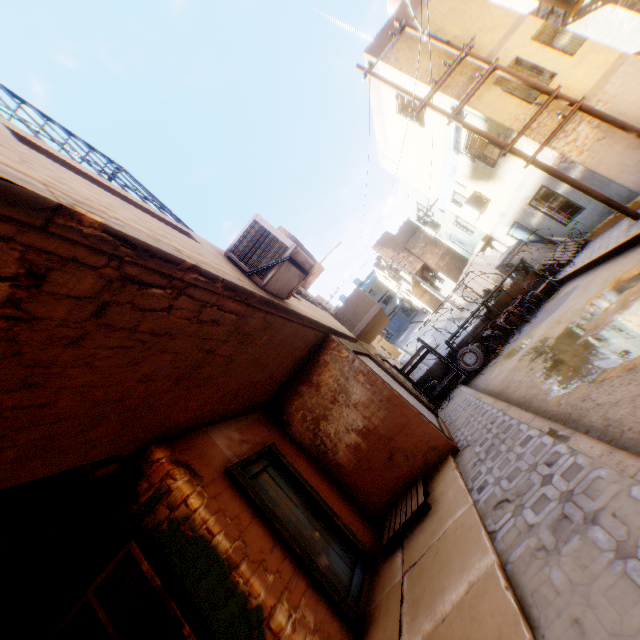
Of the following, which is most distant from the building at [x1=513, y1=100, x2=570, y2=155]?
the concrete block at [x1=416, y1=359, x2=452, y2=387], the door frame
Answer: the concrete block at [x1=416, y1=359, x2=452, y2=387]

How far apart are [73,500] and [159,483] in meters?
0.9

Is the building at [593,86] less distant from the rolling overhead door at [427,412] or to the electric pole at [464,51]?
the rolling overhead door at [427,412]

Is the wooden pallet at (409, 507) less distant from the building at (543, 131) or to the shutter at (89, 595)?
the building at (543, 131)

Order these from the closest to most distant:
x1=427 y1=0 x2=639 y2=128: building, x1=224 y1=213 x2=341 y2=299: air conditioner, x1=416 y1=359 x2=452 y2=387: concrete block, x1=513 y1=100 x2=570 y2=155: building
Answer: x1=224 y1=213 x2=341 y2=299: air conditioner → x1=427 y1=0 x2=639 y2=128: building → x1=513 y1=100 x2=570 y2=155: building → x1=416 y1=359 x2=452 y2=387: concrete block

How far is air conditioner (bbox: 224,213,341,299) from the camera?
4.1m

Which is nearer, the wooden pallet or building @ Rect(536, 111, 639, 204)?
the wooden pallet

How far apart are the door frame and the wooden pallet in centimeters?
39cm
